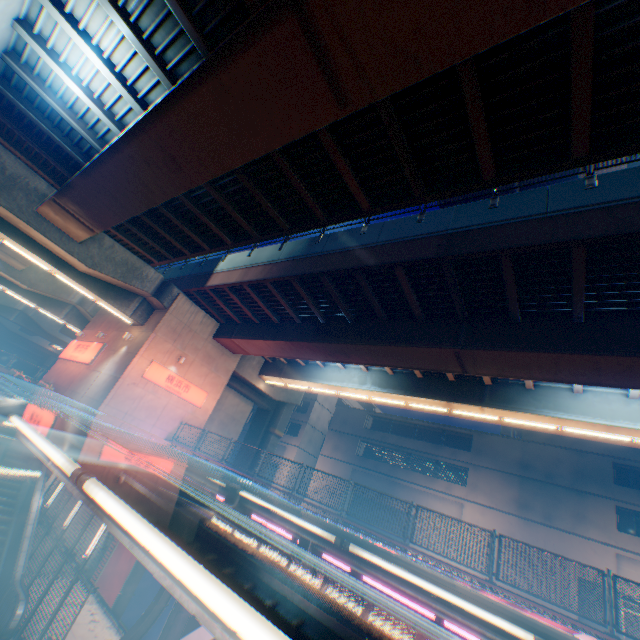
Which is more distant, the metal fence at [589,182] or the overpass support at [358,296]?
the metal fence at [589,182]

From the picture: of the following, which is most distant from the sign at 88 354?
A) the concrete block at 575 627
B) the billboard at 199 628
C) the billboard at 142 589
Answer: the billboard at 199 628

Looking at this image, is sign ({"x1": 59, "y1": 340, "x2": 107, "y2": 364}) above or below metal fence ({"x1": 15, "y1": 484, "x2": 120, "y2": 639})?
above

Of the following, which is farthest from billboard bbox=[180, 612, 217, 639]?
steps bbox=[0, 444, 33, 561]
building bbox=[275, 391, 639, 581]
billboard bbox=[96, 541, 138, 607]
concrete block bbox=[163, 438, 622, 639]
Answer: building bbox=[275, 391, 639, 581]

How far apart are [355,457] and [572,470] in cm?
1874

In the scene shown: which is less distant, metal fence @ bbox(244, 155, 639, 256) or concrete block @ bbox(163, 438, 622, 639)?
concrete block @ bbox(163, 438, 622, 639)

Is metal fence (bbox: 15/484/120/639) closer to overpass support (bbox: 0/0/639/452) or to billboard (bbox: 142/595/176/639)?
overpass support (bbox: 0/0/639/452)

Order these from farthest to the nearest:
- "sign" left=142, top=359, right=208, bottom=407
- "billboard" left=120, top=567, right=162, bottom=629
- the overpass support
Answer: "sign" left=142, top=359, right=208, bottom=407 → "billboard" left=120, top=567, right=162, bottom=629 → the overpass support
